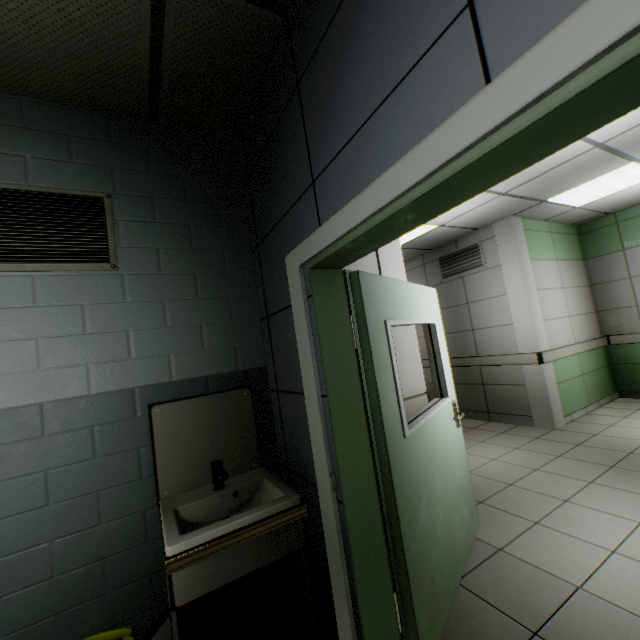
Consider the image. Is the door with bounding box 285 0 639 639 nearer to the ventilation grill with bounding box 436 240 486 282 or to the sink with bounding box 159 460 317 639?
the sink with bounding box 159 460 317 639

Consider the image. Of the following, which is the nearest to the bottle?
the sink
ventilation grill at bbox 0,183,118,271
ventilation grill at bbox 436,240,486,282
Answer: the sink

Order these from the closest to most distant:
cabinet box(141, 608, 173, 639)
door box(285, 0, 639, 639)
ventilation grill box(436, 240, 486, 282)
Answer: door box(285, 0, 639, 639) < cabinet box(141, 608, 173, 639) < ventilation grill box(436, 240, 486, 282)

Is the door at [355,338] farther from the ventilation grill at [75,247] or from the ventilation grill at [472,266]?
the ventilation grill at [472,266]

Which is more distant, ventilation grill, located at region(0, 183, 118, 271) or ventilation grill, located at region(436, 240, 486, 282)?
ventilation grill, located at region(436, 240, 486, 282)

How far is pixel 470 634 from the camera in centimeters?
176cm

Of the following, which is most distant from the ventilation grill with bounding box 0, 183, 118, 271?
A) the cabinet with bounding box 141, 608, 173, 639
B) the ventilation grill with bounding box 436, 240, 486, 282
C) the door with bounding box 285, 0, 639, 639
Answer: the ventilation grill with bounding box 436, 240, 486, 282

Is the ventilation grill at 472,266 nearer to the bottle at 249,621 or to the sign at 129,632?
the bottle at 249,621
